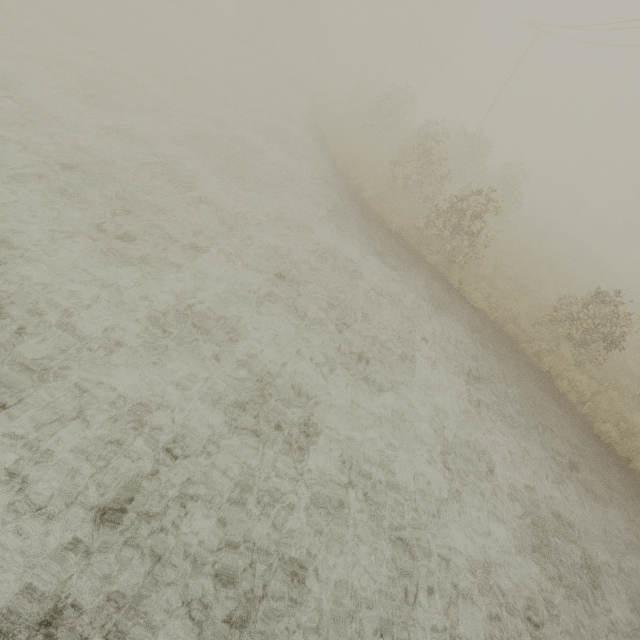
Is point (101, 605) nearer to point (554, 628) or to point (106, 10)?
point (554, 628)
